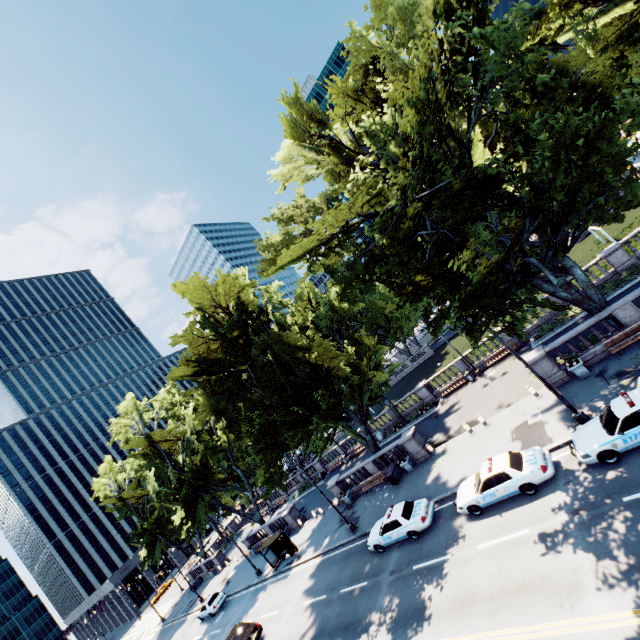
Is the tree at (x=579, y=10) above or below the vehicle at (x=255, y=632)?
above

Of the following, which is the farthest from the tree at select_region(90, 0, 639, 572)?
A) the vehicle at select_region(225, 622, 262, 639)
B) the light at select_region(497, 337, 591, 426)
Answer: the vehicle at select_region(225, 622, 262, 639)

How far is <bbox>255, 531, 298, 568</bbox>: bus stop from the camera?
29.6 meters

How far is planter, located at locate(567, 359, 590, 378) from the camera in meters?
18.1

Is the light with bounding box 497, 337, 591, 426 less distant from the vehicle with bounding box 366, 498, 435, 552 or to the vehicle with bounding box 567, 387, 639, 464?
the vehicle with bounding box 567, 387, 639, 464

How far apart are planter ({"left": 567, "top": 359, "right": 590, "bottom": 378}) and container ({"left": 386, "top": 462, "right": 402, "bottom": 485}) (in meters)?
14.48

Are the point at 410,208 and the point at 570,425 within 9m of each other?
no

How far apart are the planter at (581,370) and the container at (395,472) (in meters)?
14.48
